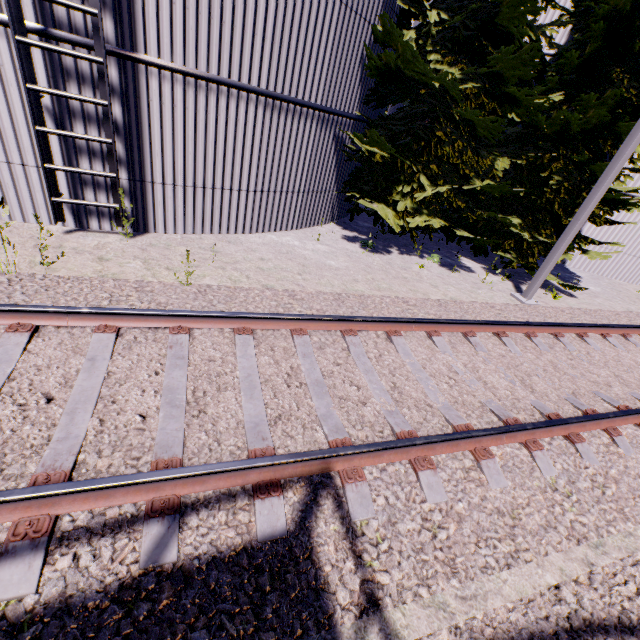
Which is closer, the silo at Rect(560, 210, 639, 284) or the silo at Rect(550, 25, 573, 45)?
the silo at Rect(550, 25, 573, 45)

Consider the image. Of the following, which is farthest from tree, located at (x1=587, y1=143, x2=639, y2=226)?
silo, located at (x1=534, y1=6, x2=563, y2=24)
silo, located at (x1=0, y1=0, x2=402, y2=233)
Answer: silo, located at (x1=534, y1=6, x2=563, y2=24)

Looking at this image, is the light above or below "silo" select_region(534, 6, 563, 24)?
below

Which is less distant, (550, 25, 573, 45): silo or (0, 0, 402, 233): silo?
(0, 0, 402, 233): silo

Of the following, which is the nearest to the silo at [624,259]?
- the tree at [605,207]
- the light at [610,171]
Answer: the tree at [605,207]

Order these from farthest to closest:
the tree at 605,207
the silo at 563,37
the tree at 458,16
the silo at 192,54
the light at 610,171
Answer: the silo at 563,37 → the tree at 605,207 → the tree at 458,16 → the light at 610,171 → the silo at 192,54

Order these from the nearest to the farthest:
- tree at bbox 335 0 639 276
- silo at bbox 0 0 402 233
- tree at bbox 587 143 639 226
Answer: silo at bbox 0 0 402 233 < tree at bbox 335 0 639 276 < tree at bbox 587 143 639 226

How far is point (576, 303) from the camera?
8.96m
